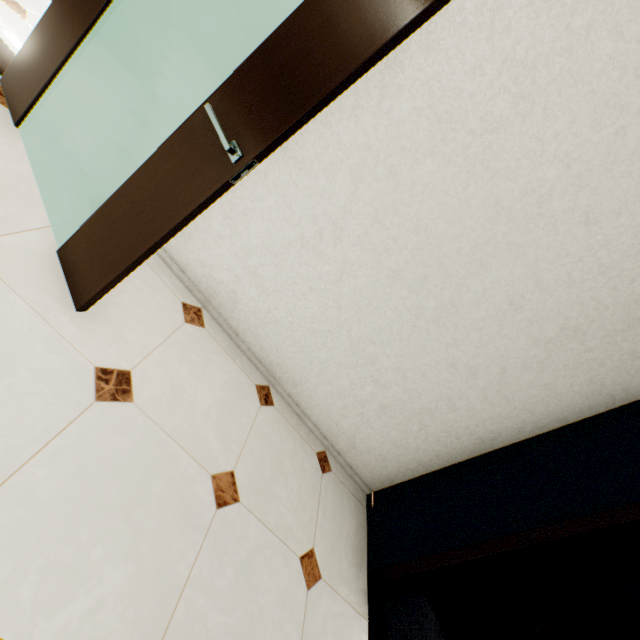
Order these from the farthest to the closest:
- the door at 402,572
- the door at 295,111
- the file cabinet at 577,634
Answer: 1. the file cabinet at 577,634
2. the door at 402,572
3. the door at 295,111

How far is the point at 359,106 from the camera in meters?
1.6

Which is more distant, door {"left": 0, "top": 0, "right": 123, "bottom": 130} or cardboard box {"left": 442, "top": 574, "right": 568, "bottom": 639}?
cardboard box {"left": 442, "top": 574, "right": 568, "bottom": 639}

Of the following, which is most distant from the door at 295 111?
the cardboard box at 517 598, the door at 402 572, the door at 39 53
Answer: the cardboard box at 517 598

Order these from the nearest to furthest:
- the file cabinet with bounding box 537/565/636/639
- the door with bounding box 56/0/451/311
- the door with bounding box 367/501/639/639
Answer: the door with bounding box 56/0/451/311, the door with bounding box 367/501/639/639, the file cabinet with bounding box 537/565/636/639

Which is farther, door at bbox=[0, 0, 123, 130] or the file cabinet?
the file cabinet

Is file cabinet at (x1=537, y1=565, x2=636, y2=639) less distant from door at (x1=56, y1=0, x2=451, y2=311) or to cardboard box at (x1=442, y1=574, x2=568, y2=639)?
cardboard box at (x1=442, y1=574, x2=568, y2=639)

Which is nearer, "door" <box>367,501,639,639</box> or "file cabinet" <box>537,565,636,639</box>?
"door" <box>367,501,639,639</box>
